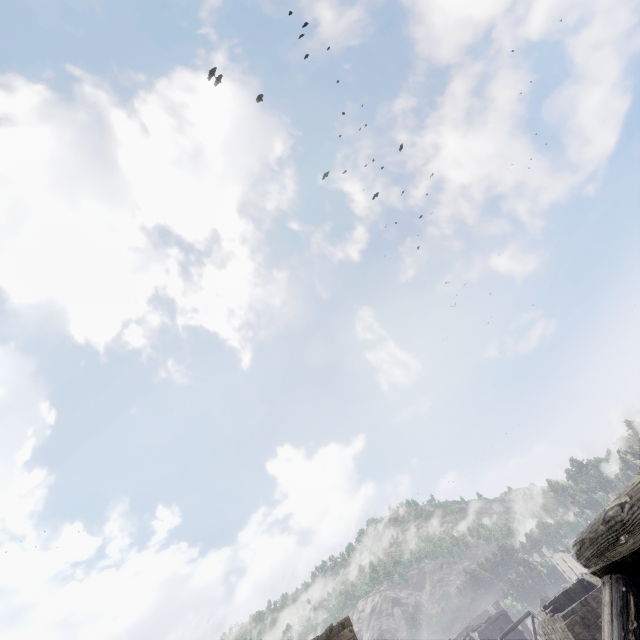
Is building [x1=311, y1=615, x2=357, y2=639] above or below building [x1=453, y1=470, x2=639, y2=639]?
above

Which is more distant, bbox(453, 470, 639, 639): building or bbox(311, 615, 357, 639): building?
bbox(311, 615, 357, 639): building

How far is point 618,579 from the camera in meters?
3.2

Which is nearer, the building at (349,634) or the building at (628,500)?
the building at (628,500)

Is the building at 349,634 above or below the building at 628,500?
above
